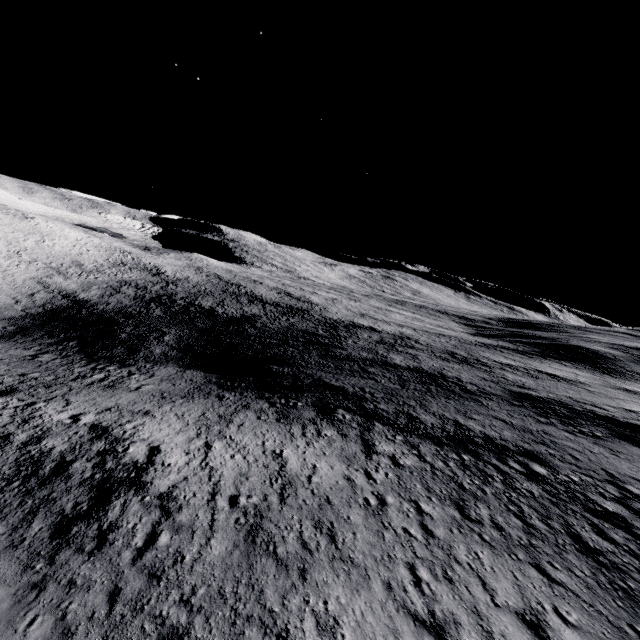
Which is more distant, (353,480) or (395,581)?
(353,480)
